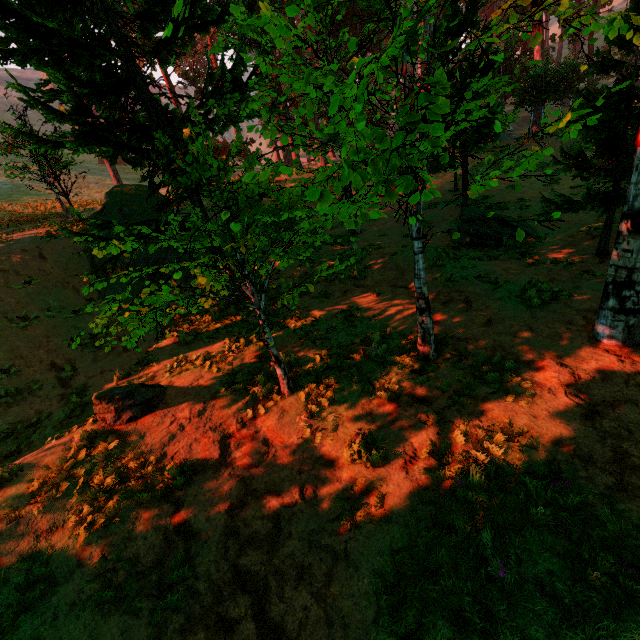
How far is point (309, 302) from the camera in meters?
11.6 m

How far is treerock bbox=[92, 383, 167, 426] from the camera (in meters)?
7.25

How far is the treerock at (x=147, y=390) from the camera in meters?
7.2

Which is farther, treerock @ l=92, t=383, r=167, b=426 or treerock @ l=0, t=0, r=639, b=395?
treerock @ l=92, t=383, r=167, b=426

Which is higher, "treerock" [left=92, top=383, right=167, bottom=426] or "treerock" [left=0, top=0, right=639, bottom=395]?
"treerock" [left=0, top=0, right=639, bottom=395]

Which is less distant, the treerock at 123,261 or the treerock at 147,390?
the treerock at 123,261
